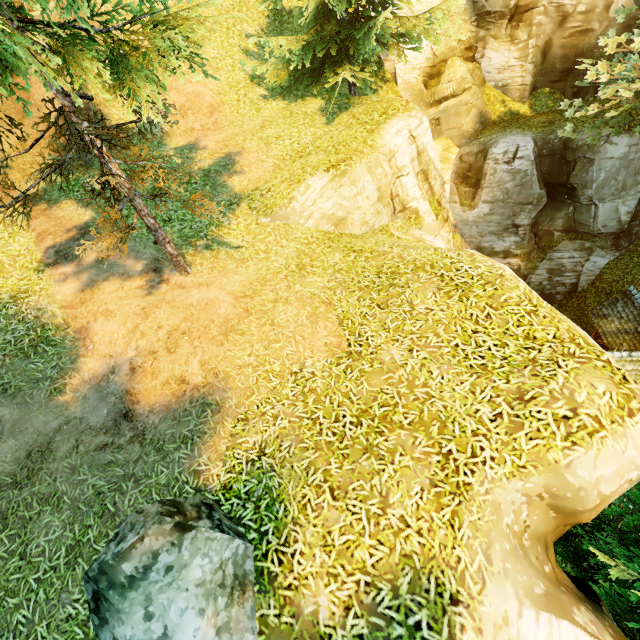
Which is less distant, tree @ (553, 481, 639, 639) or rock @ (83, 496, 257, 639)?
rock @ (83, 496, 257, 639)

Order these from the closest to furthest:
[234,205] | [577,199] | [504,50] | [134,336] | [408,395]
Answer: [408,395] < [134,336] < [234,205] < [577,199] < [504,50]

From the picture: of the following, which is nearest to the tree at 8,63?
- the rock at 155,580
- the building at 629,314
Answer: the rock at 155,580

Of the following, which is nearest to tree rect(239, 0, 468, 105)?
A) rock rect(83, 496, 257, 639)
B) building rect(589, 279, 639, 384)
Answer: rock rect(83, 496, 257, 639)

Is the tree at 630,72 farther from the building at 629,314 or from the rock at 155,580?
the building at 629,314

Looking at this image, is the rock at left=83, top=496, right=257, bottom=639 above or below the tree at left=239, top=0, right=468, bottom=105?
below

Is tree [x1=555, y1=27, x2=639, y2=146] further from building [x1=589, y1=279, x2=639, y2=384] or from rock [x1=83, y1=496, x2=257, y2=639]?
building [x1=589, y1=279, x2=639, y2=384]
